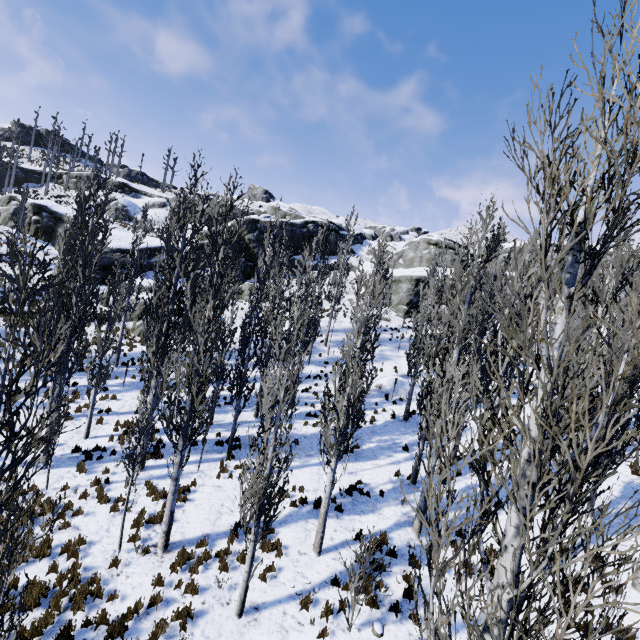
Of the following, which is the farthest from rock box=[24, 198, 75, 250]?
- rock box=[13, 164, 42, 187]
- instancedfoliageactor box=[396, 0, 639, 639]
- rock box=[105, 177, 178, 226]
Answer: rock box=[13, 164, 42, 187]

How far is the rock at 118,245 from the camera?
28.66m

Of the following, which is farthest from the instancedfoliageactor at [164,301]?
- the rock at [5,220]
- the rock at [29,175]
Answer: the rock at [29,175]

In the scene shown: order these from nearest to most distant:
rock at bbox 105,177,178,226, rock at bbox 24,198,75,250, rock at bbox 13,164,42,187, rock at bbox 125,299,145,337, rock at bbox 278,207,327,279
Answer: rock at bbox 125,299,145,337 → rock at bbox 24,198,75,250 → rock at bbox 278,207,327,279 → rock at bbox 105,177,178,226 → rock at bbox 13,164,42,187

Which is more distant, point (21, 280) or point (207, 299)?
point (207, 299)

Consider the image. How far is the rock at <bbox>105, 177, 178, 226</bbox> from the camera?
49.9 meters

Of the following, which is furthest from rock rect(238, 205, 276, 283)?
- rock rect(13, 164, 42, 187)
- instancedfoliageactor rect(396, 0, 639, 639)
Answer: rock rect(13, 164, 42, 187)
